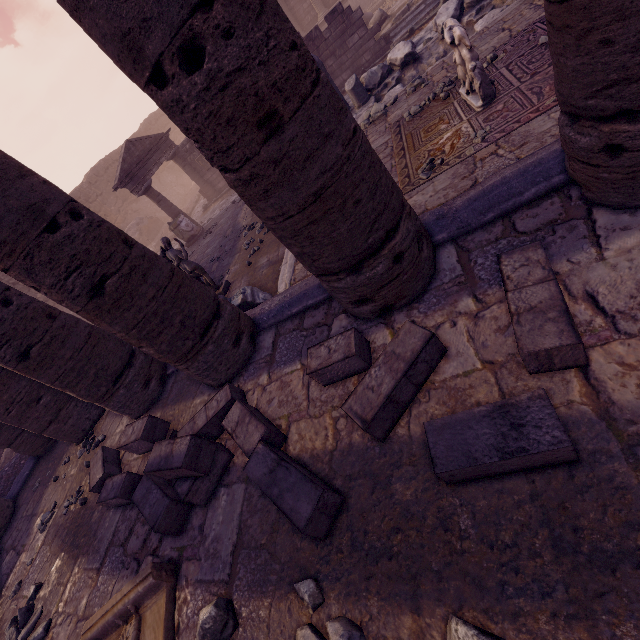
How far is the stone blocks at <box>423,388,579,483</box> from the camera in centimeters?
157cm

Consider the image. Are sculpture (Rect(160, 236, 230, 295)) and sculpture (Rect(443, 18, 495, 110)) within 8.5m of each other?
yes

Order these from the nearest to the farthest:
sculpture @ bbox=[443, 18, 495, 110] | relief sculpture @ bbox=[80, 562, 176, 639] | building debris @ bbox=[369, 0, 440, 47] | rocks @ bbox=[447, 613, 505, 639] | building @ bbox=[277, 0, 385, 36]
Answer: rocks @ bbox=[447, 613, 505, 639] → relief sculpture @ bbox=[80, 562, 176, 639] → sculpture @ bbox=[443, 18, 495, 110] → building debris @ bbox=[369, 0, 440, 47] → building @ bbox=[277, 0, 385, 36]

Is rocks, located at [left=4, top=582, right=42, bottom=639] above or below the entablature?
below

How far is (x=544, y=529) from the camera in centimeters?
158cm

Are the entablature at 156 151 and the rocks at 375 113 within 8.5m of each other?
no

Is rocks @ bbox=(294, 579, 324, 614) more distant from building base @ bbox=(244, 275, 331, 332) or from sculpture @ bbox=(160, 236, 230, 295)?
sculpture @ bbox=(160, 236, 230, 295)

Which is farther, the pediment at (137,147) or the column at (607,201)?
the pediment at (137,147)
